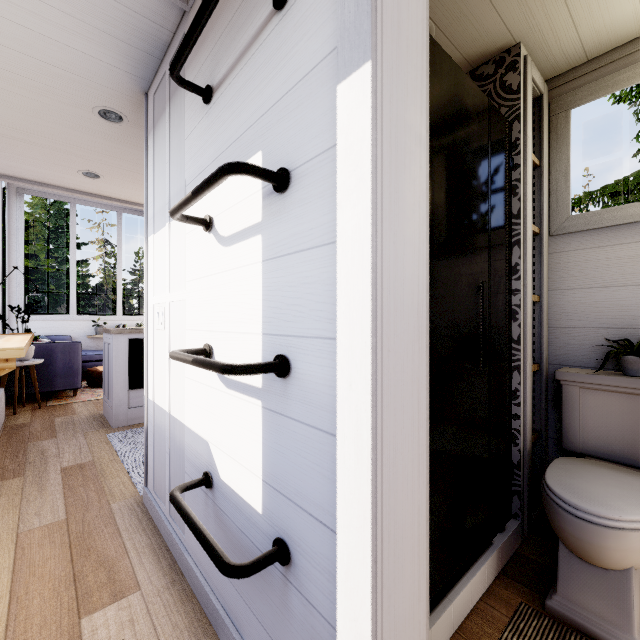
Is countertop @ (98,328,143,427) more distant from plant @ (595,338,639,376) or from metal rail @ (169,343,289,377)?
plant @ (595,338,639,376)

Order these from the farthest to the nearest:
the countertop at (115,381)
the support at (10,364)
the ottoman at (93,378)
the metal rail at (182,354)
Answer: the ottoman at (93,378)
the countertop at (115,381)
the support at (10,364)
the metal rail at (182,354)

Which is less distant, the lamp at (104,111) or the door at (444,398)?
the door at (444,398)

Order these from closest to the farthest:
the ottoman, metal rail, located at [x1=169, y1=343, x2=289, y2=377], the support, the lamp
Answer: metal rail, located at [x1=169, y1=343, x2=289, y2=377], the support, the lamp, the ottoman

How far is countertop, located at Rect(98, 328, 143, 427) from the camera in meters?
3.4 m

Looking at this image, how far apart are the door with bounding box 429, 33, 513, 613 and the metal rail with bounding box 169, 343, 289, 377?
0.3m

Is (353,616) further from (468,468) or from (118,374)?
(118,374)

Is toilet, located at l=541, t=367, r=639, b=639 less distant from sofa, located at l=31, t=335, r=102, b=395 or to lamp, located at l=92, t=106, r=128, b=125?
lamp, located at l=92, t=106, r=128, b=125
